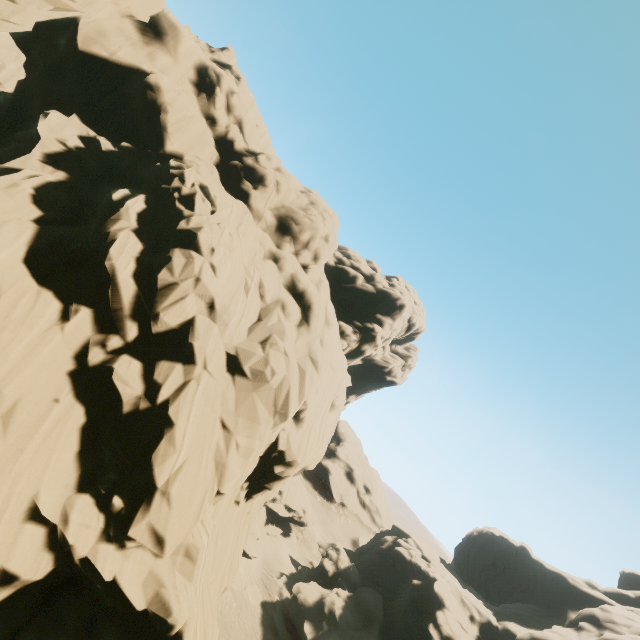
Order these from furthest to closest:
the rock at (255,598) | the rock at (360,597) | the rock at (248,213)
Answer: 1. the rock at (255,598)
2. the rock at (360,597)
3. the rock at (248,213)

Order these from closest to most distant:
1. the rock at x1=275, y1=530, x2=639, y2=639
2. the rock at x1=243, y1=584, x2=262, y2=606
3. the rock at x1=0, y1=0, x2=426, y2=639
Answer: the rock at x1=0, y1=0, x2=426, y2=639 → the rock at x1=275, y1=530, x2=639, y2=639 → the rock at x1=243, y1=584, x2=262, y2=606

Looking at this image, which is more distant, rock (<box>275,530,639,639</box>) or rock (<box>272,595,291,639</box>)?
rock (<box>275,530,639,639</box>)

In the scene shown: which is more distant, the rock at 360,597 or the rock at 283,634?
the rock at 360,597

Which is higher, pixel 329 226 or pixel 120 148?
pixel 329 226

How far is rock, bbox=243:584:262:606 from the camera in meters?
41.6 m
